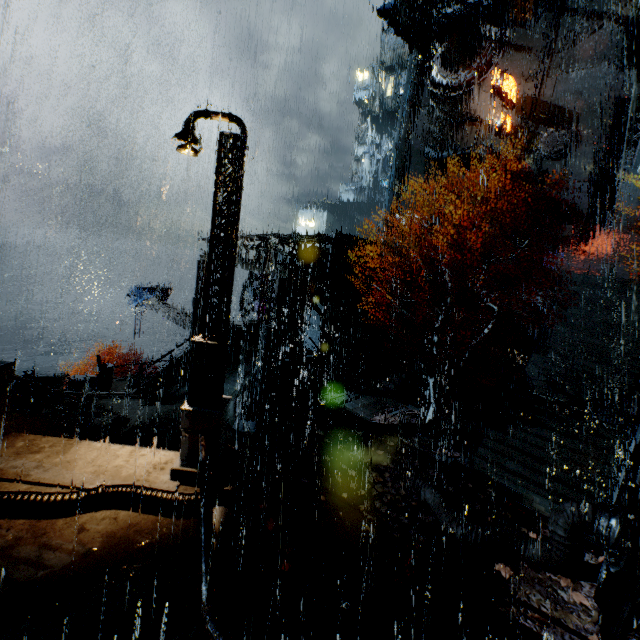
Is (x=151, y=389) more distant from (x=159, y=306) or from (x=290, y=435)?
(x=159, y=306)

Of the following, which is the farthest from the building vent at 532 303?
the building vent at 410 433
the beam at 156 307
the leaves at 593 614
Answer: the beam at 156 307

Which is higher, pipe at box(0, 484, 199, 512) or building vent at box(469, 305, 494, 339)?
building vent at box(469, 305, 494, 339)

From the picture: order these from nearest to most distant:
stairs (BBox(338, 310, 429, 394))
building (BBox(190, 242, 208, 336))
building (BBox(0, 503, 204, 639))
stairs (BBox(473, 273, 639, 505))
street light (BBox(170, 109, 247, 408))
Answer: building (BBox(0, 503, 204, 639)) → street light (BBox(170, 109, 247, 408)) → stairs (BBox(473, 273, 639, 505)) → building (BBox(190, 242, 208, 336)) → stairs (BBox(338, 310, 429, 394))

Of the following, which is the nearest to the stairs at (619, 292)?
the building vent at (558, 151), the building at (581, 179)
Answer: the building at (581, 179)

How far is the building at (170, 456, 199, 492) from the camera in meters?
6.7 m

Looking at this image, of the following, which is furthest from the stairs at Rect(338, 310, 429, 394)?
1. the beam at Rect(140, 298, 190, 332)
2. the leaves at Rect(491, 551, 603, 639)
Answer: the leaves at Rect(491, 551, 603, 639)

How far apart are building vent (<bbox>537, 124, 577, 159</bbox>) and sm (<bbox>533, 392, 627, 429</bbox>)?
24.3 meters
